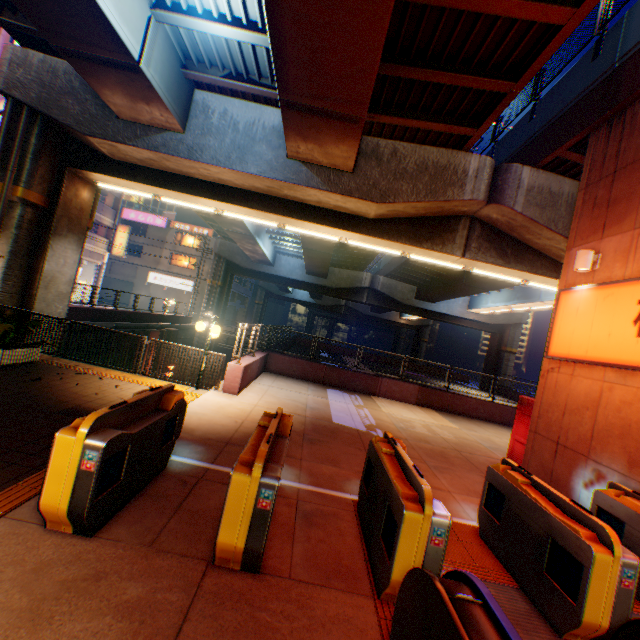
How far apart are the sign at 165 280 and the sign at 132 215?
6.0 meters

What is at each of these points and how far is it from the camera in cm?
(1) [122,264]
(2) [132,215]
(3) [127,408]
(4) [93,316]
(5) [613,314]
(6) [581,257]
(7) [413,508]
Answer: (1) building, 4406
(2) sign, 4372
(3) ticket machine, 377
(4) concrete block, 1853
(5) sign, 603
(6) street lamp, 682
(7) ticket machine, 318

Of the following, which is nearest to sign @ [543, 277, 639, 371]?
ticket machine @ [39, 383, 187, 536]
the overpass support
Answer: the overpass support

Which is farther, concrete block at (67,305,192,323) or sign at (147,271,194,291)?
sign at (147,271,194,291)

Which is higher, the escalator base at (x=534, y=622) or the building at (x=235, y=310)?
the building at (x=235, y=310)

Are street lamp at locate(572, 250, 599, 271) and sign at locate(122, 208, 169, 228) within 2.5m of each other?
no

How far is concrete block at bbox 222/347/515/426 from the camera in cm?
1065

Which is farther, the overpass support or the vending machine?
the vending machine
